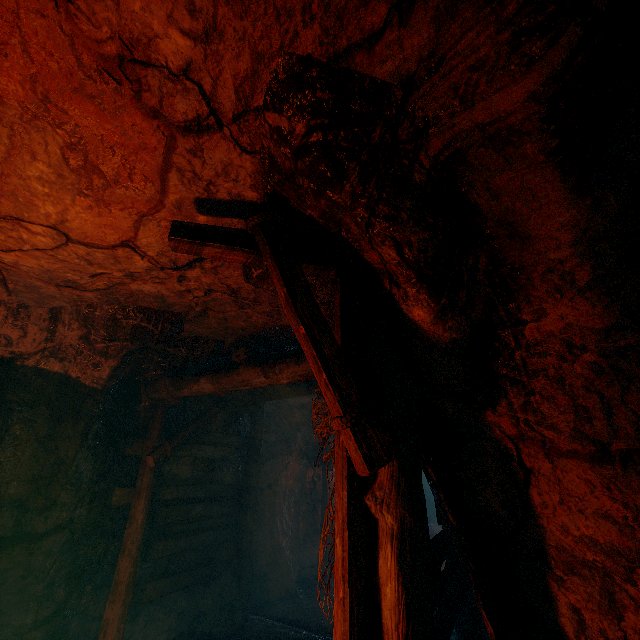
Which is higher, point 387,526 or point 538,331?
point 538,331
